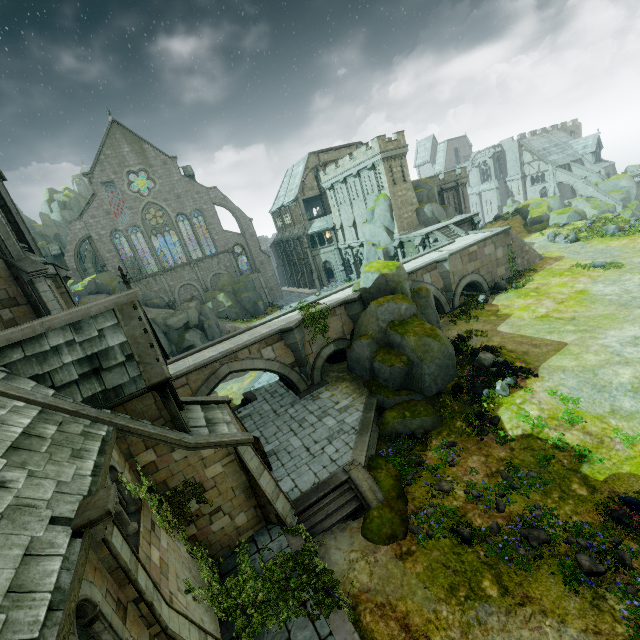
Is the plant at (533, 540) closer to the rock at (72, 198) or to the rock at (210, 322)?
the rock at (210, 322)

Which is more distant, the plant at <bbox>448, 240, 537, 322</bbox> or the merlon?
the merlon

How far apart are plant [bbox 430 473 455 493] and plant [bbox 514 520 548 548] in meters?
2.7 m

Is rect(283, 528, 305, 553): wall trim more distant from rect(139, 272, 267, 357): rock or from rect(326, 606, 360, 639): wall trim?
rect(139, 272, 267, 357): rock

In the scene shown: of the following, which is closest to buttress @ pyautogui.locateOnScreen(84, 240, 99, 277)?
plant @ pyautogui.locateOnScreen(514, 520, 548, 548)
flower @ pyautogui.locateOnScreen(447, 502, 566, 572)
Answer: flower @ pyautogui.locateOnScreen(447, 502, 566, 572)

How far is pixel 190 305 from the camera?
38.6 meters

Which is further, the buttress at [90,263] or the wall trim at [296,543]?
the buttress at [90,263]

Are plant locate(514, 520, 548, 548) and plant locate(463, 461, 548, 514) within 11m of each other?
yes
